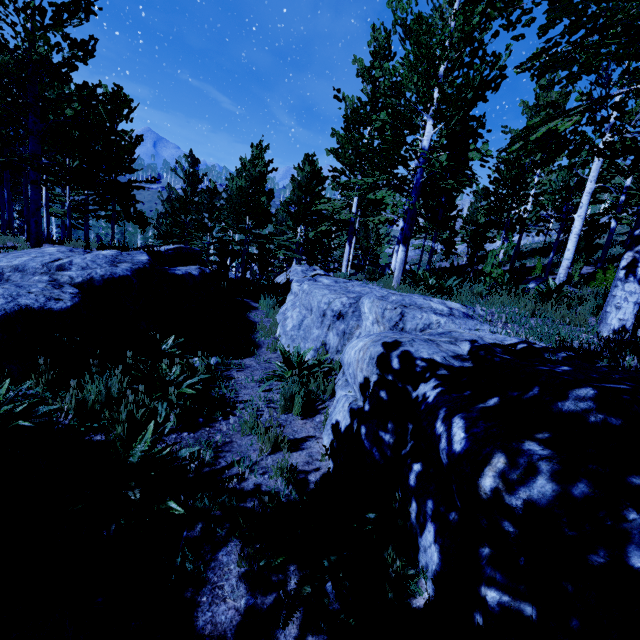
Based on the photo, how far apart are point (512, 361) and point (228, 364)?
4.1 meters

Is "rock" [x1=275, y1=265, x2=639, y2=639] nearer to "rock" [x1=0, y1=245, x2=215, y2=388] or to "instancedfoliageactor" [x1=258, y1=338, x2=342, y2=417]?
"instancedfoliageactor" [x1=258, y1=338, x2=342, y2=417]

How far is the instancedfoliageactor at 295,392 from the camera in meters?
4.0

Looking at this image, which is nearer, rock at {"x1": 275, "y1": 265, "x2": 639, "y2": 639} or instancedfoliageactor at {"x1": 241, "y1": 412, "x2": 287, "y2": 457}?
rock at {"x1": 275, "y1": 265, "x2": 639, "y2": 639}

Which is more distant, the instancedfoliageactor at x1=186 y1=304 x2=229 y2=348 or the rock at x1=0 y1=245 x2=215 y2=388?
the instancedfoliageactor at x1=186 y1=304 x2=229 y2=348

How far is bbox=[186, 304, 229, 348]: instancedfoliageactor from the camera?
5.8 meters
